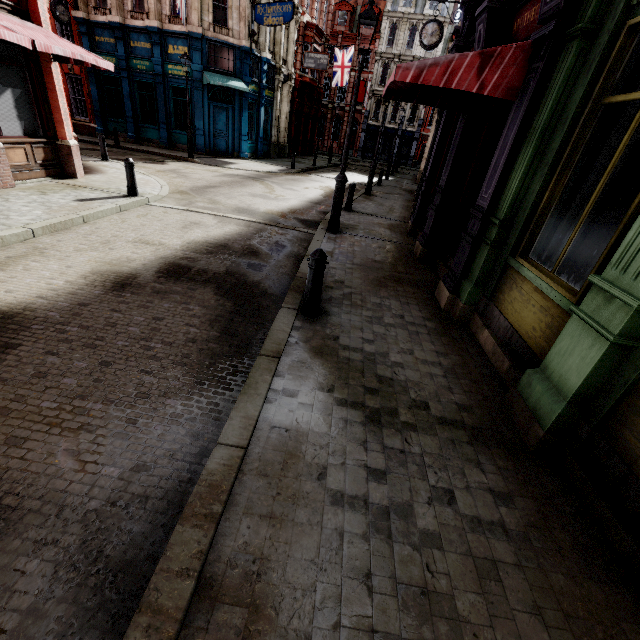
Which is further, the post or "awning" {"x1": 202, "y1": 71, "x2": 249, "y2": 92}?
"awning" {"x1": 202, "y1": 71, "x2": 249, "y2": 92}

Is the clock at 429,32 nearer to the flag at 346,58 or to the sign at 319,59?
the sign at 319,59

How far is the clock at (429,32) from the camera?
13.6m

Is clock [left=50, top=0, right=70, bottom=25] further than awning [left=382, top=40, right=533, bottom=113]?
Yes

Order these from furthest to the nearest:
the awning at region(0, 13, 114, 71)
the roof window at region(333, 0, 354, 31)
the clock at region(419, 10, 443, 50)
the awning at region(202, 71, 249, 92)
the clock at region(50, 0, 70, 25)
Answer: the roof window at region(333, 0, 354, 31) → the awning at region(202, 71, 249, 92) → the clock at region(50, 0, 70, 25) → the clock at region(419, 10, 443, 50) → the awning at region(0, 13, 114, 71)

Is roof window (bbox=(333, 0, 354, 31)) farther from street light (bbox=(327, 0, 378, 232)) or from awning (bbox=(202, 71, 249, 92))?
street light (bbox=(327, 0, 378, 232))

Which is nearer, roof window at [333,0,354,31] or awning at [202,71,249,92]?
awning at [202,71,249,92]

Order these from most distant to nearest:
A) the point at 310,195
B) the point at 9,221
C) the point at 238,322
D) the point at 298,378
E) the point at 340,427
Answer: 1. the point at 310,195
2. the point at 9,221
3. the point at 238,322
4. the point at 298,378
5. the point at 340,427
